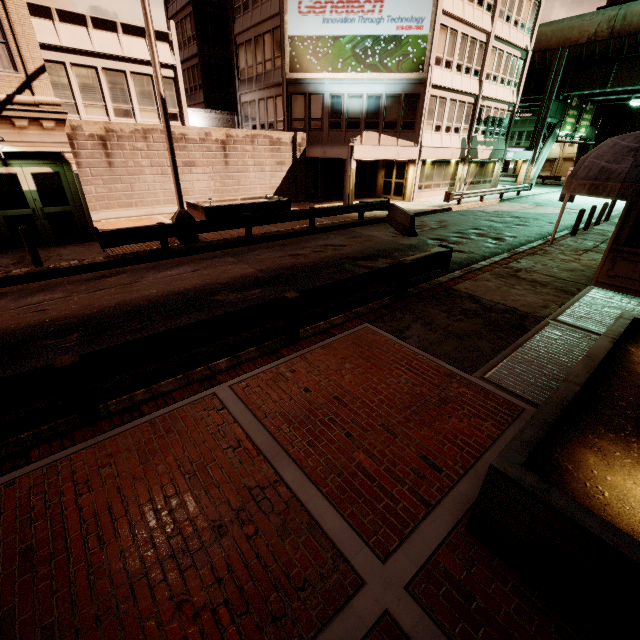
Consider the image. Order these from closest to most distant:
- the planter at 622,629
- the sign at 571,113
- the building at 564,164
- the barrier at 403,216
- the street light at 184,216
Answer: the planter at 622,629 → the street light at 184,216 → the barrier at 403,216 → the sign at 571,113 → the building at 564,164

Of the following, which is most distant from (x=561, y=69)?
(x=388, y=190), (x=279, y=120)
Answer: (x=279, y=120)

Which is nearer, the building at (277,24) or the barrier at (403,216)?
the barrier at (403,216)

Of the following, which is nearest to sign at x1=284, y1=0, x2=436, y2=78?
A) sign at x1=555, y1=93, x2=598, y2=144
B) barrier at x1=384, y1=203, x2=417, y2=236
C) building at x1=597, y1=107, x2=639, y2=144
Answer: barrier at x1=384, y1=203, x2=417, y2=236

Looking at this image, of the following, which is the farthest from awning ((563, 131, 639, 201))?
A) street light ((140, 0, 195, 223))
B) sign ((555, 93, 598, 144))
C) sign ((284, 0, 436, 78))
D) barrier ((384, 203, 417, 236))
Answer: sign ((555, 93, 598, 144))

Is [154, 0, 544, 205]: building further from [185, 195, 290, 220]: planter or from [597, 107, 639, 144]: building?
[597, 107, 639, 144]: building

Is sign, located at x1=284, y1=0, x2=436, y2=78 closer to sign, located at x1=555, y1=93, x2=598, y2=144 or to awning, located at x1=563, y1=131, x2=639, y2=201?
awning, located at x1=563, y1=131, x2=639, y2=201

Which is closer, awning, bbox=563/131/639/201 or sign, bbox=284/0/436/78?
awning, bbox=563/131/639/201
